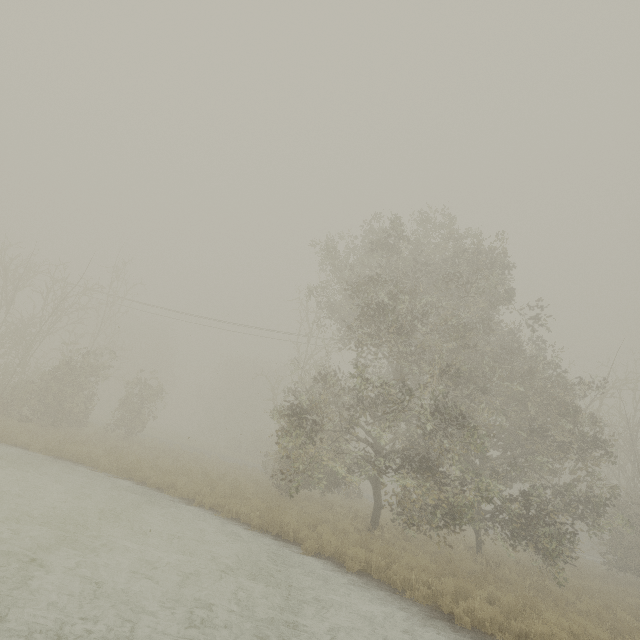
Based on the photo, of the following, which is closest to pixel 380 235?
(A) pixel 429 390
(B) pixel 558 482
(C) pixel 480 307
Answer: (C) pixel 480 307
